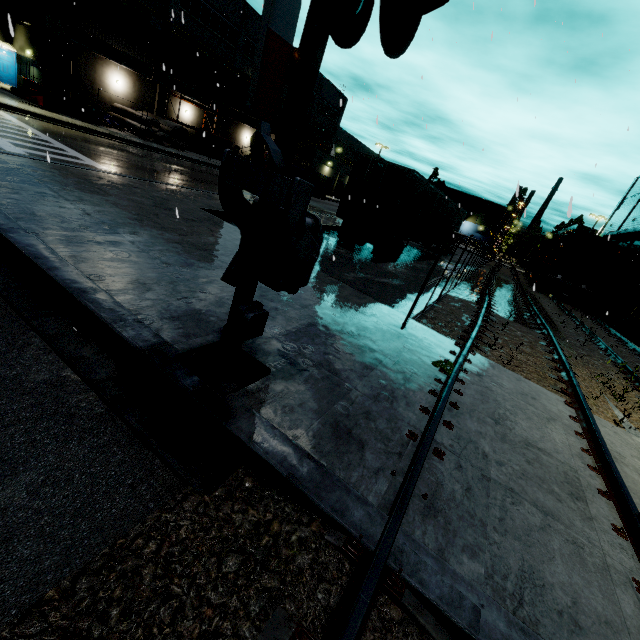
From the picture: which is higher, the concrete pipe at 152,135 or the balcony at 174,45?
the balcony at 174,45

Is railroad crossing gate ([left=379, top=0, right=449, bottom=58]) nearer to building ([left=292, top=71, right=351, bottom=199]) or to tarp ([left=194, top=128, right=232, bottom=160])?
building ([left=292, top=71, right=351, bottom=199])

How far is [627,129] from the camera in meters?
9.5

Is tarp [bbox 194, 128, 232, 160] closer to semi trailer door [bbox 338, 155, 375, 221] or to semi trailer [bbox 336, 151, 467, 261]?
semi trailer [bbox 336, 151, 467, 261]

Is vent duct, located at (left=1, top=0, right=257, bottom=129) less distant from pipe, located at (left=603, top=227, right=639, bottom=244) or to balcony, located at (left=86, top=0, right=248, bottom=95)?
balcony, located at (left=86, top=0, right=248, bottom=95)

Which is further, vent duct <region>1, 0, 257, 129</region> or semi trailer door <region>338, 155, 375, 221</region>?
vent duct <region>1, 0, 257, 129</region>

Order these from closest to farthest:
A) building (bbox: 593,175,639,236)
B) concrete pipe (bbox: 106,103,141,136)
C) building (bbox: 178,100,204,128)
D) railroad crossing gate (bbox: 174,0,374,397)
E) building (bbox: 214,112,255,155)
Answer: railroad crossing gate (bbox: 174,0,374,397) < concrete pipe (bbox: 106,103,141,136) < building (bbox: 593,175,639,236) < building (bbox: 178,100,204,128) < building (bbox: 214,112,255,155)

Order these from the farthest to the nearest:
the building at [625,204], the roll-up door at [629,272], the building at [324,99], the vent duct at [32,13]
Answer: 1. the building at [324,99]
2. the building at [625,204]
3. the roll-up door at [629,272]
4. the vent duct at [32,13]
